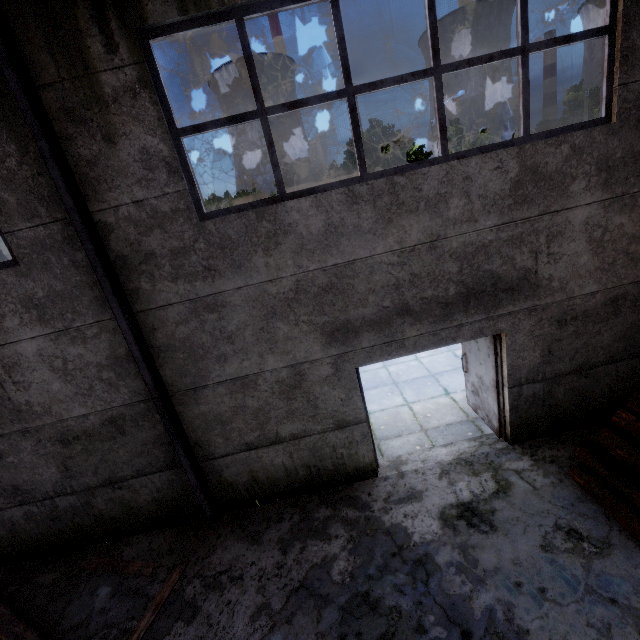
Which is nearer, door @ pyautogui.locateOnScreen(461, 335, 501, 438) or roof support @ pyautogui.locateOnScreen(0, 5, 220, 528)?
roof support @ pyautogui.locateOnScreen(0, 5, 220, 528)

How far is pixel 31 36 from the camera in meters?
3.5

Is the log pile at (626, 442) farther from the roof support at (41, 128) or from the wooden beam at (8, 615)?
the roof support at (41, 128)

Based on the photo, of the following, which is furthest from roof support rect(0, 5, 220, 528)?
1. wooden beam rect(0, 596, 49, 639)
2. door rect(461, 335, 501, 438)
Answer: door rect(461, 335, 501, 438)

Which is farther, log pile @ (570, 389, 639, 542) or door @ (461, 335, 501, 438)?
door @ (461, 335, 501, 438)

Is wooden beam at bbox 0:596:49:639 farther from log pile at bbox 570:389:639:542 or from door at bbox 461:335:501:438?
door at bbox 461:335:501:438

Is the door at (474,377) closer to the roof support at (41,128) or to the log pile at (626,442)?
the log pile at (626,442)

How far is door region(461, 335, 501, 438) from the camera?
5.49m
